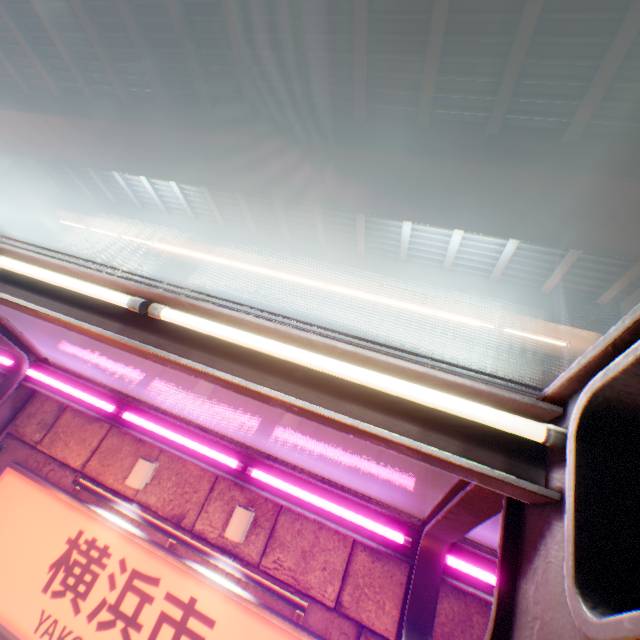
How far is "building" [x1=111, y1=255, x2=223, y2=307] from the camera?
36.22m

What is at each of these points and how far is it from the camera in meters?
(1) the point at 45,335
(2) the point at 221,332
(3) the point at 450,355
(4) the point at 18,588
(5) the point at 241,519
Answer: (1) concrete block, 7.5
(2) street lamp, 1.8
(3) building, 28.5
(4) sign, 4.7
(5) street lamp, 4.7

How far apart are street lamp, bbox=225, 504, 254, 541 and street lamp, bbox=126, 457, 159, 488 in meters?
1.6 m

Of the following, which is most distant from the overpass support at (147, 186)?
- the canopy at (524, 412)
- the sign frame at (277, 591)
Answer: the sign frame at (277, 591)

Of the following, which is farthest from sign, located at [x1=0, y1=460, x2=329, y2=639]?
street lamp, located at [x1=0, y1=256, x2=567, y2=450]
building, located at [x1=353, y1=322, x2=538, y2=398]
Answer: building, located at [x1=353, y1=322, x2=538, y2=398]

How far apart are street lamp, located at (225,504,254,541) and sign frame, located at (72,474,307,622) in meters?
0.4 m

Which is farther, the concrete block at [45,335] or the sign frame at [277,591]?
the concrete block at [45,335]

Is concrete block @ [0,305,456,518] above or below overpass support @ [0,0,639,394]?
below
